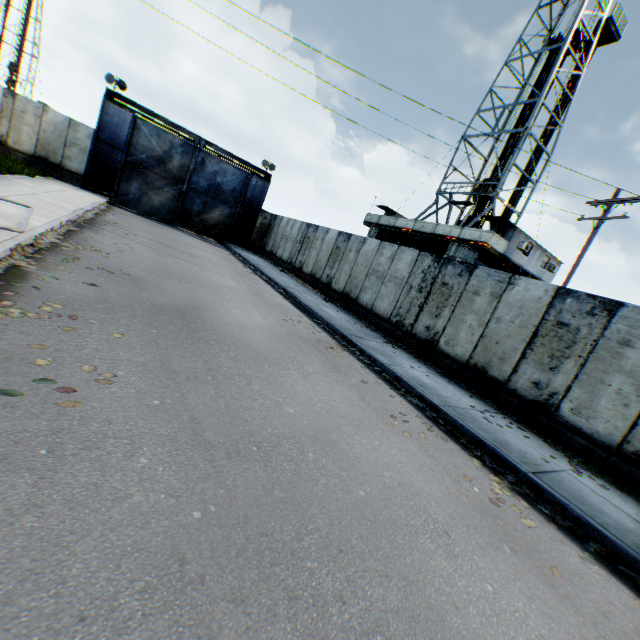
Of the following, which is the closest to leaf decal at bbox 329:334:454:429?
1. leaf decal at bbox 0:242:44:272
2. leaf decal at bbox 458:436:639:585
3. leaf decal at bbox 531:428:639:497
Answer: leaf decal at bbox 458:436:639:585

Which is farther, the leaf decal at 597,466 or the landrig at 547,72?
the landrig at 547,72

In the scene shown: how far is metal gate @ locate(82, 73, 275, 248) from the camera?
19.9 meters

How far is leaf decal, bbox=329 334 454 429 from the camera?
6.4 meters

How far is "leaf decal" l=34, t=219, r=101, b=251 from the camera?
6.95m

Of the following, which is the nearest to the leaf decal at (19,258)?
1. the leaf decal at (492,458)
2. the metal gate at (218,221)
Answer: the leaf decal at (492,458)

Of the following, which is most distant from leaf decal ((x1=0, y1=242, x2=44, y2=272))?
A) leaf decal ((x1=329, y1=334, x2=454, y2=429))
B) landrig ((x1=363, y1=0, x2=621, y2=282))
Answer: landrig ((x1=363, y1=0, x2=621, y2=282))

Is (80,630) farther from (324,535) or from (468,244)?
(468,244)
